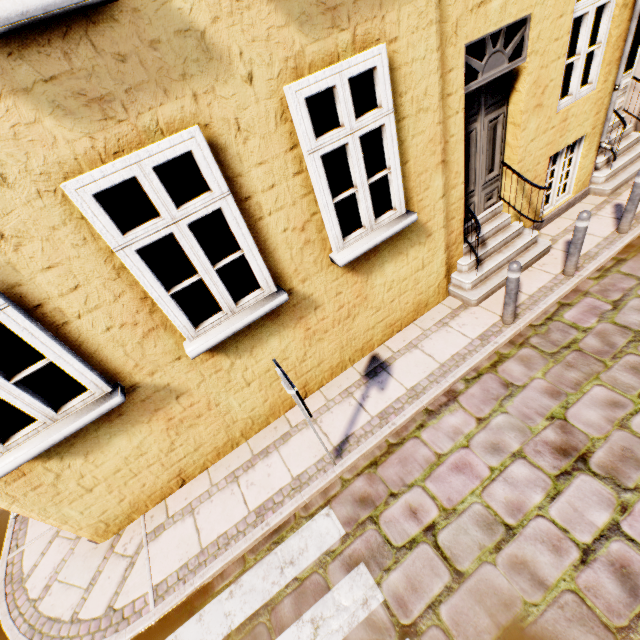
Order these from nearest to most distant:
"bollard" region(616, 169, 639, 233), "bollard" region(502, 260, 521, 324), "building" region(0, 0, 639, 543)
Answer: "building" region(0, 0, 639, 543) → "bollard" region(502, 260, 521, 324) → "bollard" region(616, 169, 639, 233)

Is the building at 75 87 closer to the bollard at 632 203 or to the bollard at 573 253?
the bollard at 573 253

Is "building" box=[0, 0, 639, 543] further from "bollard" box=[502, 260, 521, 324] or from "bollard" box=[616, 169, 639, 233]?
"bollard" box=[616, 169, 639, 233]

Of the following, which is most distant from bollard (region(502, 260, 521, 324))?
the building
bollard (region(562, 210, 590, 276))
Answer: bollard (region(562, 210, 590, 276))

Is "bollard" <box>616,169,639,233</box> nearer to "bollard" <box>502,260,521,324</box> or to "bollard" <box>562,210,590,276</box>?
"bollard" <box>562,210,590,276</box>

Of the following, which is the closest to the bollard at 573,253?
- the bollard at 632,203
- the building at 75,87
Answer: the building at 75,87

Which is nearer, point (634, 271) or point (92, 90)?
point (92, 90)

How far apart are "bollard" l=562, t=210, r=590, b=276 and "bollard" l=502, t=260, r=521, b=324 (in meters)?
1.35
